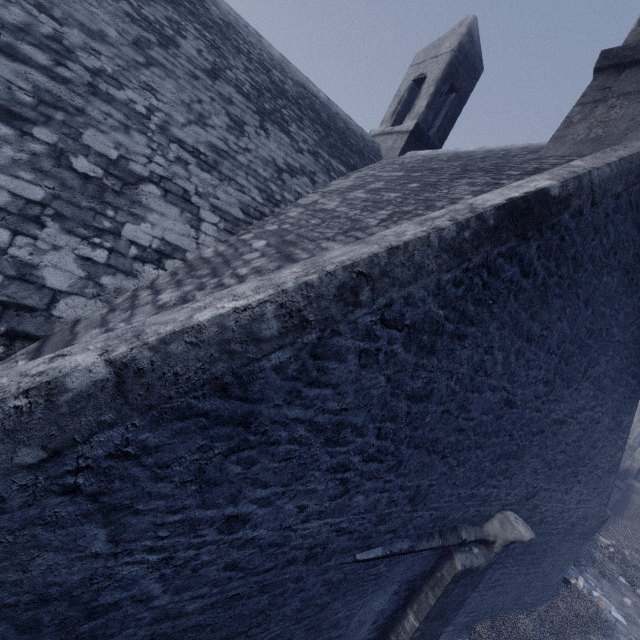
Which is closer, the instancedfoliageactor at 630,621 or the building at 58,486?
the building at 58,486

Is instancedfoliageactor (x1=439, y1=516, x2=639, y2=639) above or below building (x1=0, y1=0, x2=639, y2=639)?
below

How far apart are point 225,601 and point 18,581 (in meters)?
1.60

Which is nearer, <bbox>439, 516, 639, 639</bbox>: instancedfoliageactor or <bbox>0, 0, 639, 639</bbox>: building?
<bbox>0, 0, 639, 639</bbox>: building

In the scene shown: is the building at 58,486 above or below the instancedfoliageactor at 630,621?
above
